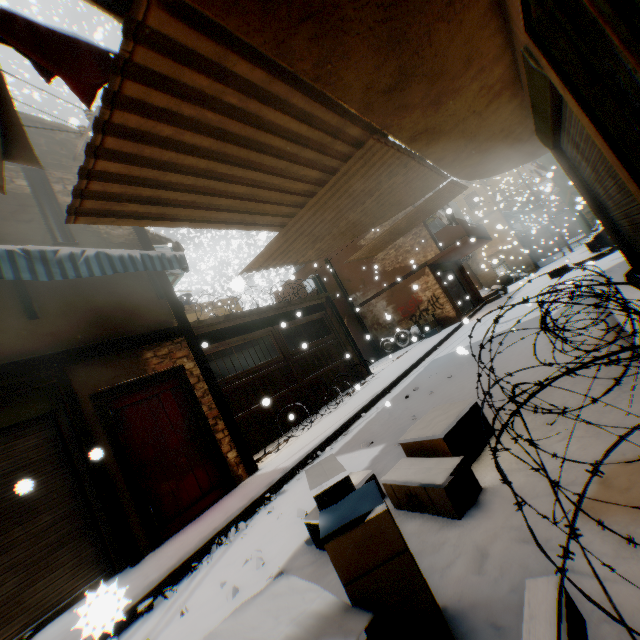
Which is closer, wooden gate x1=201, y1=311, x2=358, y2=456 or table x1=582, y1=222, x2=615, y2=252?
wooden gate x1=201, y1=311, x2=358, y2=456

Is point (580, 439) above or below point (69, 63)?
below

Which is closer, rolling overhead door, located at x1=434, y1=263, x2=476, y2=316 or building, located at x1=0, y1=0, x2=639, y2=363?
building, located at x1=0, y1=0, x2=639, y2=363

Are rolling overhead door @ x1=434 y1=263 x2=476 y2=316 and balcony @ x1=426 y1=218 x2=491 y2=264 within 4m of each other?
yes

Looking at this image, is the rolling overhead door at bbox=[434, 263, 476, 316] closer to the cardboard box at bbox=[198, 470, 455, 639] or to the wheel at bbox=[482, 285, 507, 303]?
the wheel at bbox=[482, 285, 507, 303]

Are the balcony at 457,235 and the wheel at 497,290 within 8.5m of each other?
yes

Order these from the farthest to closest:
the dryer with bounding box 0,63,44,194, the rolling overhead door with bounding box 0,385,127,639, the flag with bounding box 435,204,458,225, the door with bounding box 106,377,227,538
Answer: the flag with bounding box 435,204,458,225 < the door with bounding box 106,377,227,538 < the rolling overhead door with bounding box 0,385,127,639 < the dryer with bounding box 0,63,44,194

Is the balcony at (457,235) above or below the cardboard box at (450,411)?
above
